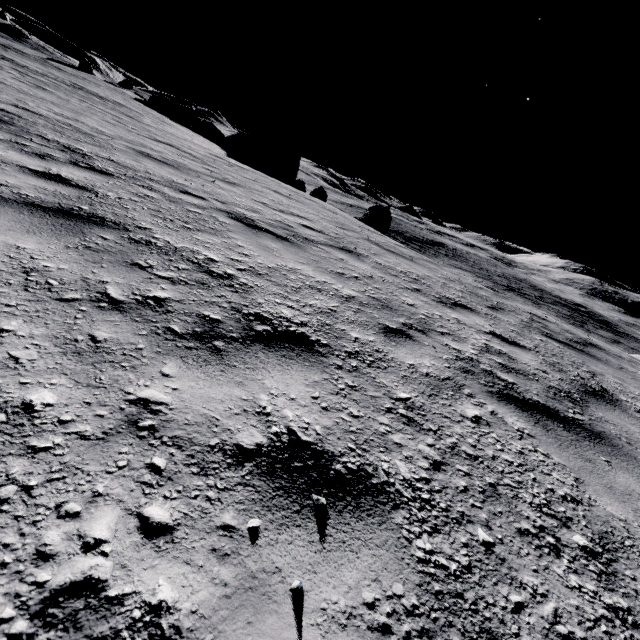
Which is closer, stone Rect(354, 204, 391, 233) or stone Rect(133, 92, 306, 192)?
stone Rect(354, 204, 391, 233)

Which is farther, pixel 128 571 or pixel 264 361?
pixel 264 361

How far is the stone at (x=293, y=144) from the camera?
31.5m

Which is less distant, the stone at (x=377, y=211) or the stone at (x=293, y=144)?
the stone at (x=377, y=211)

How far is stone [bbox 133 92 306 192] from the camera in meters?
31.5 m

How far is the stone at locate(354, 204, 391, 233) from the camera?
20.9m
